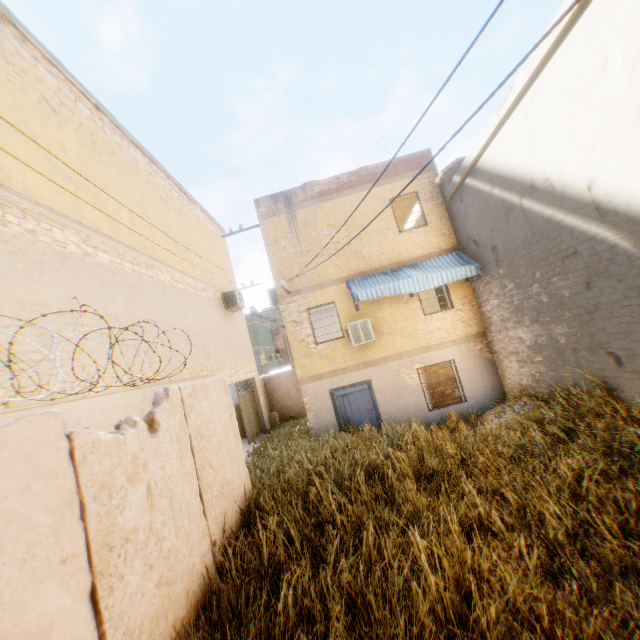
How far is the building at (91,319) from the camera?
5.36m

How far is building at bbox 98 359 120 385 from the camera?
6.16m

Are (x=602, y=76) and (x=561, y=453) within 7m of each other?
yes

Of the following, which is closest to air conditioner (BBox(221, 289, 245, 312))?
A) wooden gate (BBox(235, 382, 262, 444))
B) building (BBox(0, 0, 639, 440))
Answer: building (BBox(0, 0, 639, 440))

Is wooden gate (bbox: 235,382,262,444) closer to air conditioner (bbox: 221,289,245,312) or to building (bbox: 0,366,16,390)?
building (bbox: 0,366,16,390)

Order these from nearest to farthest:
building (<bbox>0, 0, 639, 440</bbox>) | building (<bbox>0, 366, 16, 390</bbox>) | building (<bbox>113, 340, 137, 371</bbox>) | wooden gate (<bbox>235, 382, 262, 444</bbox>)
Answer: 1. building (<bbox>0, 366, 16, 390</bbox>)
2. building (<bbox>0, 0, 639, 440</bbox>)
3. building (<bbox>113, 340, 137, 371</bbox>)
4. wooden gate (<bbox>235, 382, 262, 444</bbox>)

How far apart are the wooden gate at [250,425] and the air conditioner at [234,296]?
3.19m

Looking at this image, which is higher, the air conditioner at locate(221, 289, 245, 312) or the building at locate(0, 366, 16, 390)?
the air conditioner at locate(221, 289, 245, 312)
